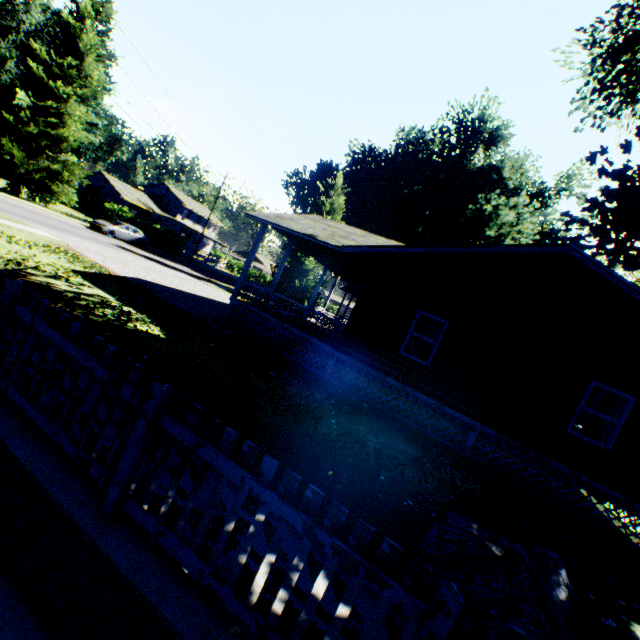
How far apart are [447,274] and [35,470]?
10.47m

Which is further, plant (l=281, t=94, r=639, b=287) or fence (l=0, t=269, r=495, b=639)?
plant (l=281, t=94, r=639, b=287)

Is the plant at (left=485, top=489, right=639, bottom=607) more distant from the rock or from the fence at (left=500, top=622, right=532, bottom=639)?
the rock

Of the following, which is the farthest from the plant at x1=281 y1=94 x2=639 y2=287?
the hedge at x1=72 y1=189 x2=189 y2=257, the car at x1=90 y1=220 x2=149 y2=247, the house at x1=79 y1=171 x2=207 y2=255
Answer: the house at x1=79 y1=171 x2=207 y2=255

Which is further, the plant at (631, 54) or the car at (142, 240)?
the car at (142, 240)

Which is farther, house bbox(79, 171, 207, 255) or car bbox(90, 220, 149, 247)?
house bbox(79, 171, 207, 255)

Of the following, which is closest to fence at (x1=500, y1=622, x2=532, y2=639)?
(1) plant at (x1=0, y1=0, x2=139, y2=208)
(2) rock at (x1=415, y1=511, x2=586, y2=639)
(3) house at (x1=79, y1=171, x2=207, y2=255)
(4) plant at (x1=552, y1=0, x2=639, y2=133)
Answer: (4) plant at (x1=552, y1=0, x2=639, y2=133)

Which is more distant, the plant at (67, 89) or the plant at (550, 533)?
the plant at (67, 89)
